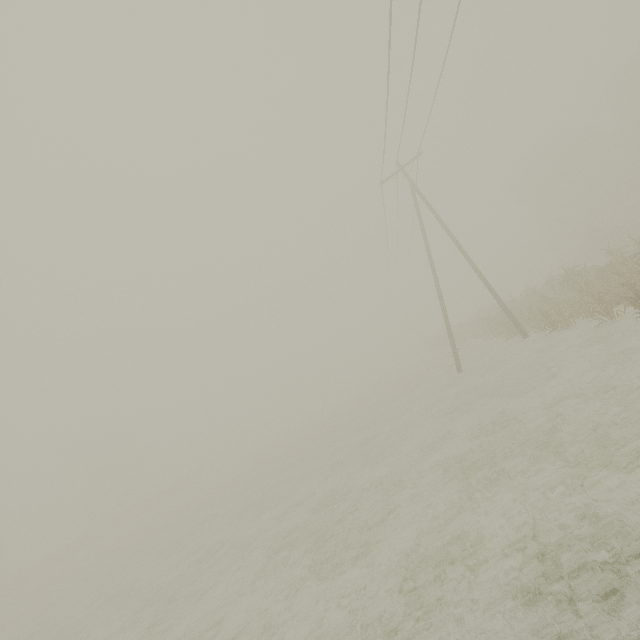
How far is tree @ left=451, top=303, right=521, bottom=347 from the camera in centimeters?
1970cm

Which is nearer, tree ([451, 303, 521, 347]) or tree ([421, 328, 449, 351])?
tree ([451, 303, 521, 347])

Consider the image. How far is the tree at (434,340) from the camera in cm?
3919

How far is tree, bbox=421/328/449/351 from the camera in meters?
39.2 m

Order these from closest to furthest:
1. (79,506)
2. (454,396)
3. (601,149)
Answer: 1. (454,396)
2. (601,149)
3. (79,506)

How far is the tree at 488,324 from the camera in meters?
19.7 m
